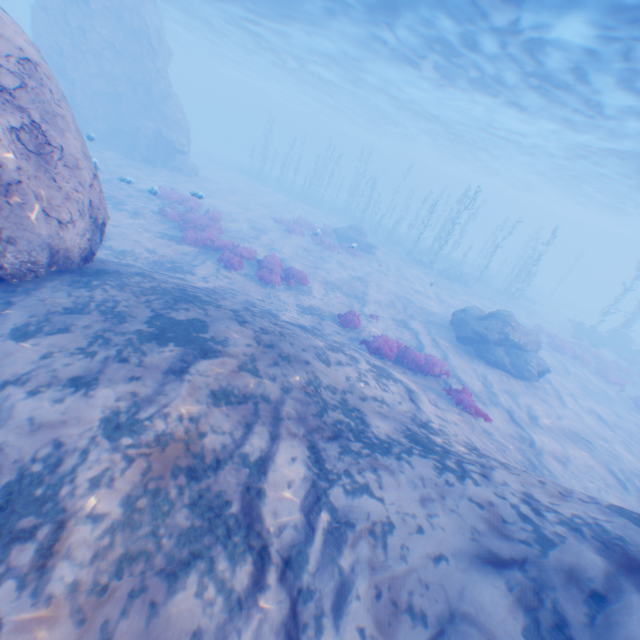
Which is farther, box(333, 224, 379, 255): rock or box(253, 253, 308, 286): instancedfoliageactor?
box(333, 224, 379, 255): rock

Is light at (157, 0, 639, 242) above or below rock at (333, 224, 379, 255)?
above

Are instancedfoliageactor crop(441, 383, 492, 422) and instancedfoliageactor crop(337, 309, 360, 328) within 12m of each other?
yes

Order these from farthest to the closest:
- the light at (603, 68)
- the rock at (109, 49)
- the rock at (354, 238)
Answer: the rock at (354, 238), the light at (603, 68), the rock at (109, 49)

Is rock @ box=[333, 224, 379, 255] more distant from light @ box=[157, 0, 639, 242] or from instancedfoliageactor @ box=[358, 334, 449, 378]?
instancedfoliageactor @ box=[358, 334, 449, 378]

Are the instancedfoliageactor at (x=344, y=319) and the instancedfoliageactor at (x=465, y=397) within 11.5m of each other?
yes

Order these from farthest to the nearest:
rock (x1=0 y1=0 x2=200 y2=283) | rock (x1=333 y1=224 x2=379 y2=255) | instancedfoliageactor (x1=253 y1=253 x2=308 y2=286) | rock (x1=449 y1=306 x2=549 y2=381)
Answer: rock (x1=333 y1=224 x2=379 y2=255)
rock (x1=449 y1=306 x2=549 y2=381)
instancedfoliageactor (x1=253 y1=253 x2=308 y2=286)
rock (x1=0 y1=0 x2=200 y2=283)

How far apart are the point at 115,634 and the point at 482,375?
14.06m
